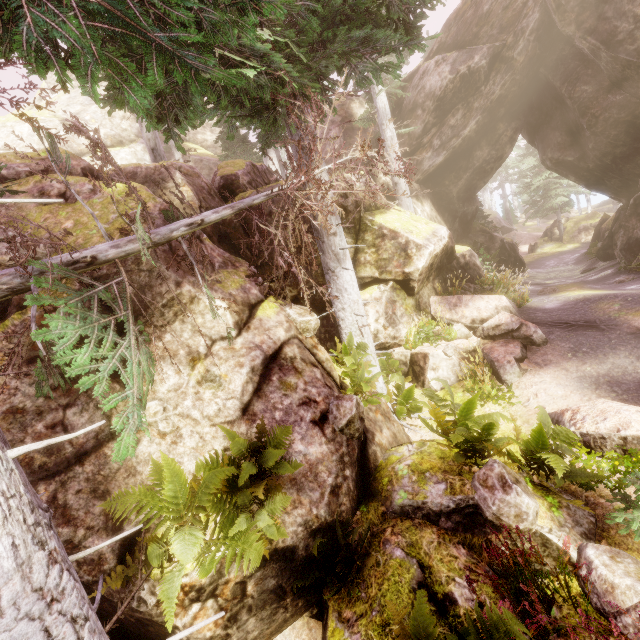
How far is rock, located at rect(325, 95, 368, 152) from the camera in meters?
19.0 m

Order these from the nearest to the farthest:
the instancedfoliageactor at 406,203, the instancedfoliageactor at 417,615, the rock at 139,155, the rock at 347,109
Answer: the instancedfoliageactor at 417,615 < the rock at 139,155 < the instancedfoliageactor at 406,203 < the rock at 347,109

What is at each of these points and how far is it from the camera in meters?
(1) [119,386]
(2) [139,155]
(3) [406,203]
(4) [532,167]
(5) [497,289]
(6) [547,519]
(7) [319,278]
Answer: (1) rock, 5.0 m
(2) rock, 29.3 m
(3) instancedfoliageactor, 15.9 m
(4) instancedfoliageactor, 35.2 m
(5) instancedfoliageactor, 11.9 m
(6) rock, 4.4 m
(7) rock, 10.3 m

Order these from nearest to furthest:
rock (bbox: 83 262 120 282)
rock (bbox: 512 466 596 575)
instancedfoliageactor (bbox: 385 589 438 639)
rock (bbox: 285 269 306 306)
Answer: instancedfoliageactor (bbox: 385 589 438 639)
rock (bbox: 512 466 596 575)
rock (bbox: 83 262 120 282)
rock (bbox: 285 269 306 306)

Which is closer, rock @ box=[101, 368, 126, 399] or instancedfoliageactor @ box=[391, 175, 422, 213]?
rock @ box=[101, 368, 126, 399]

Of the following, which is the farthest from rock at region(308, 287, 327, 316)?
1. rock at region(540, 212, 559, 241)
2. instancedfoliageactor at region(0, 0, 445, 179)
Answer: rock at region(540, 212, 559, 241)

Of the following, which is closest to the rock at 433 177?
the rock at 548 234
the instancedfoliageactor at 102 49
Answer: the instancedfoliageactor at 102 49
